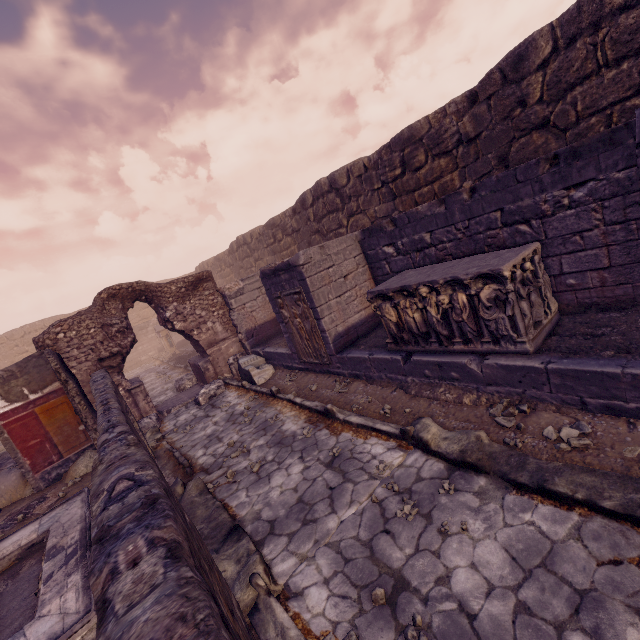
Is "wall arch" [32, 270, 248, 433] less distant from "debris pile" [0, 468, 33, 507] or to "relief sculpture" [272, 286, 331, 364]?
"debris pile" [0, 468, 33, 507]

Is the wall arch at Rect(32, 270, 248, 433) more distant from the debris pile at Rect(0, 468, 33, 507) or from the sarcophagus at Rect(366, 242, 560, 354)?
the sarcophagus at Rect(366, 242, 560, 354)

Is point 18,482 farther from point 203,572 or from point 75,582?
point 203,572

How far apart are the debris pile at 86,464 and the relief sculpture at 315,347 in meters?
5.2

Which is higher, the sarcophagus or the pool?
the sarcophagus

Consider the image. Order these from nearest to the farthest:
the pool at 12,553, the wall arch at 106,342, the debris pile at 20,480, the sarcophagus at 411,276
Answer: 1. the pool at 12,553
2. the sarcophagus at 411,276
3. the debris pile at 20,480
4. the wall arch at 106,342

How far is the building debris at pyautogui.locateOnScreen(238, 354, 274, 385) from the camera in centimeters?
902cm

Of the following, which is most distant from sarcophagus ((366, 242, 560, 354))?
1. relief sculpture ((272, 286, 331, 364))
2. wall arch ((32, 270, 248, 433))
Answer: wall arch ((32, 270, 248, 433))
